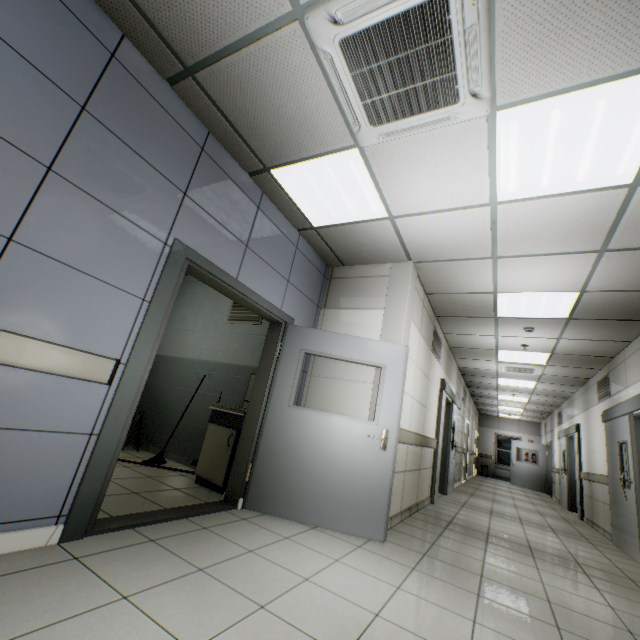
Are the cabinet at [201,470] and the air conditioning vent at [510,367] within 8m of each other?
yes

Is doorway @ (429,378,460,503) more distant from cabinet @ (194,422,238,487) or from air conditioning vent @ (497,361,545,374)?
cabinet @ (194,422,238,487)

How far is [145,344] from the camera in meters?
2.4 m

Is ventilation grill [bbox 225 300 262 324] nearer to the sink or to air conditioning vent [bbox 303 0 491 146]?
the sink

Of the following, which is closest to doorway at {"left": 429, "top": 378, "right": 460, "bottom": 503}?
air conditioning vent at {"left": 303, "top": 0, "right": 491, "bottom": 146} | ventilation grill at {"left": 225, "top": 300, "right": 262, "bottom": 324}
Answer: ventilation grill at {"left": 225, "top": 300, "right": 262, "bottom": 324}

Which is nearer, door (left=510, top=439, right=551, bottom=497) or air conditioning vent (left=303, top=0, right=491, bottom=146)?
air conditioning vent (left=303, top=0, right=491, bottom=146)

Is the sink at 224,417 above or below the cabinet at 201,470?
above

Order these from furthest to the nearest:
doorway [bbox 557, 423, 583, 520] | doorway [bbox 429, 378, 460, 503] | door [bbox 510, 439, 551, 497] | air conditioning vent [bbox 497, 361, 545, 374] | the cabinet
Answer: door [bbox 510, 439, 551, 497] → doorway [bbox 557, 423, 583, 520] → air conditioning vent [bbox 497, 361, 545, 374] → doorway [bbox 429, 378, 460, 503] → the cabinet
